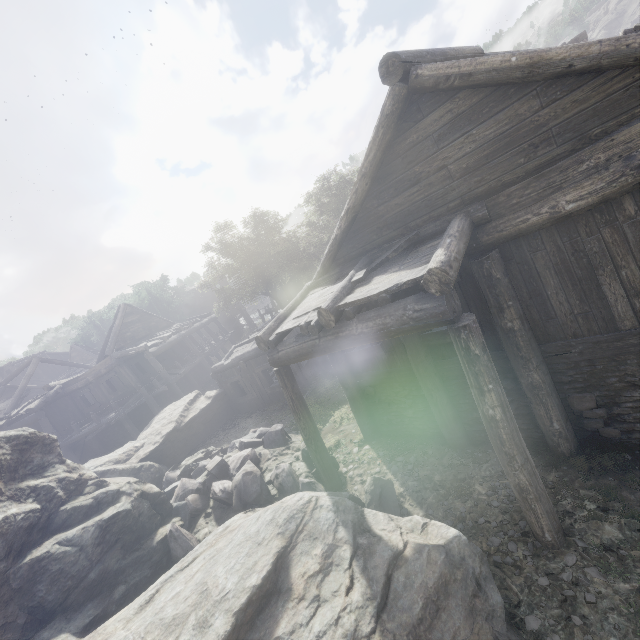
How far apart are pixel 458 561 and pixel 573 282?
4.7 meters

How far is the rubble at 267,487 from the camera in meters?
8.0 m

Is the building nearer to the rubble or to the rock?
the rock

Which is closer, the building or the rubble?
the building

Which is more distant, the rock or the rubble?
the rubble

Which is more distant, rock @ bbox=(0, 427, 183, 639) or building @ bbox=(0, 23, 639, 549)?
rock @ bbox=(0, 427, 183, 639)

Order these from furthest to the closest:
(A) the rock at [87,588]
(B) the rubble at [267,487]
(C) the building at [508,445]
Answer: (B) the rubble at [267,487], (A) the rock at [87,588], (C) the building at [508,445]

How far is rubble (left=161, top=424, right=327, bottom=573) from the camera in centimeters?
802cm
